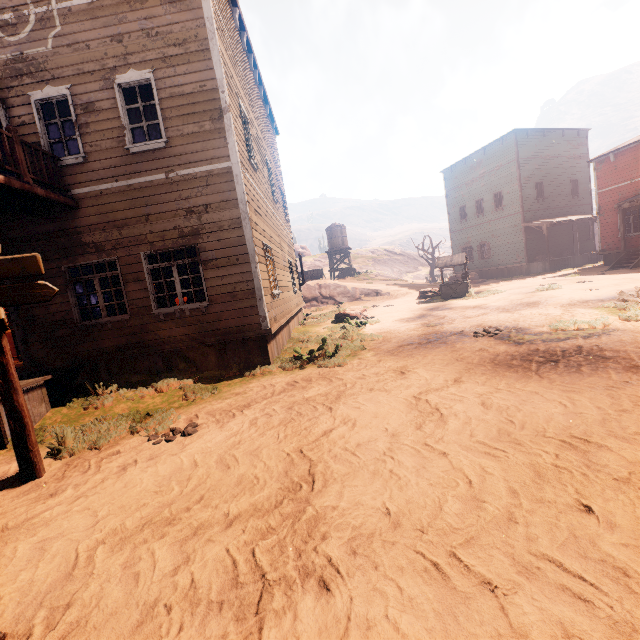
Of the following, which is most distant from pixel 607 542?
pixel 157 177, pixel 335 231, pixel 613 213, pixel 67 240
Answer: pixel 335 231

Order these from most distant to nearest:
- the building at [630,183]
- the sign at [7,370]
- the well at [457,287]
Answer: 1. the building at [630,183]
2. the well at [457,287]
3. the sign at [7,370]

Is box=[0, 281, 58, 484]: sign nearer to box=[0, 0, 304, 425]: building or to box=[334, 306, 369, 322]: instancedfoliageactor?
box=[0, 0, 304, 425]: building

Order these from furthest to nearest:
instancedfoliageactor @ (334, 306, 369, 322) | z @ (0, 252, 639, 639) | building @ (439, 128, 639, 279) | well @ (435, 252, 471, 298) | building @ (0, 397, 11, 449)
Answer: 1. building @ (439, 128, 639, 279)
2. well @ (435, 252, 471, 298)
3. instancedfoliageactor @ (334, 306, 369, 322)
4. building @ (0, 397, 11, 449)
5. z @ (0, 252, 639, 639)

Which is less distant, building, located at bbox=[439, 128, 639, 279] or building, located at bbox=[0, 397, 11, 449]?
building, located at bbox=[0, 397, 11, 449]

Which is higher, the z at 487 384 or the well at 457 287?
the well at 457 287

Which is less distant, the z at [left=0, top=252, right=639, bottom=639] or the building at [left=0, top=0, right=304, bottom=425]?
the z at [left=0, top=252, right=639, bottom=639]

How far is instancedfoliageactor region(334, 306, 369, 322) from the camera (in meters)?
14.87
